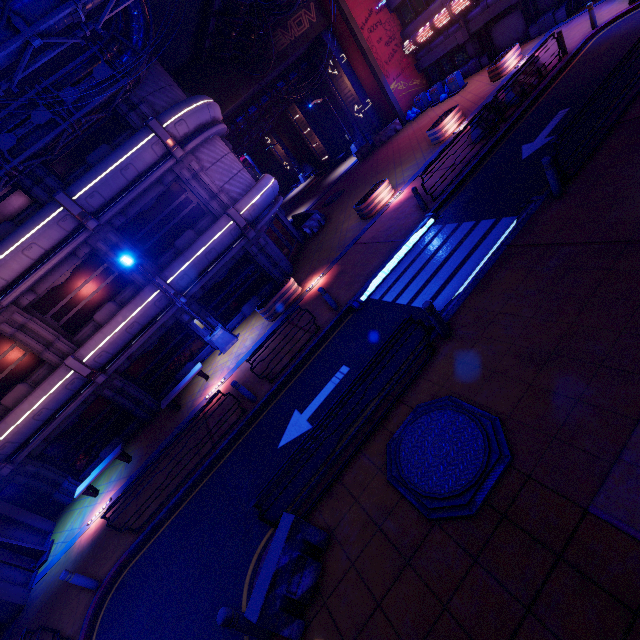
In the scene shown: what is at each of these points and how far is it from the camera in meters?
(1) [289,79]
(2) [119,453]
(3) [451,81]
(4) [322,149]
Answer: (1) walkway, 27.6 m
(2) bench, 13.8 m
(3) trash can, 23.2 m
(4) tunnel, 36.6 m

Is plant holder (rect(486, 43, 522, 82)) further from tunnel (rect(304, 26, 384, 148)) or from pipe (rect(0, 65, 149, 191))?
pipe (rect(0, 65, 149, 191))

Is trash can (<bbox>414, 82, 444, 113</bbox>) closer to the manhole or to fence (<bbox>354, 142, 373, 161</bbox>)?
fence (<bbox>354, 142, 373, 161</bbox>)

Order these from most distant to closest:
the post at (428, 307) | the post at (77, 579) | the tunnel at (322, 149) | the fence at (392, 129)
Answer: the tunnel at (322, 149), the fence at (392, 129), the post at (77, 579), the post at (428, 307)

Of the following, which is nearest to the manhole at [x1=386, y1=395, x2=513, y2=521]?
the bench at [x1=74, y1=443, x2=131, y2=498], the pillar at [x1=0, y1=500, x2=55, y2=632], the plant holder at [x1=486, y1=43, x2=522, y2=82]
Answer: the bench at [x1=74, y1=443, x2=131, y2=498]

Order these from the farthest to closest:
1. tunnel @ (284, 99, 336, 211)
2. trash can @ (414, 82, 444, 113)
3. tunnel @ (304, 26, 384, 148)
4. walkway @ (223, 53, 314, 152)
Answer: tunnel @ (284, 99, 336, 211)
walkway @ (223, 53, 314, 152)
tunnel @ (304, 26, 384, 148)
trash can @ (414, 82, 444, 113)

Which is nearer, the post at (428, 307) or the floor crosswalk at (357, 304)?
the post at (428, 307)

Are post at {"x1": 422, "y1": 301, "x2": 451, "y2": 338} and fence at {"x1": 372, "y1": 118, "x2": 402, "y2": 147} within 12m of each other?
no
